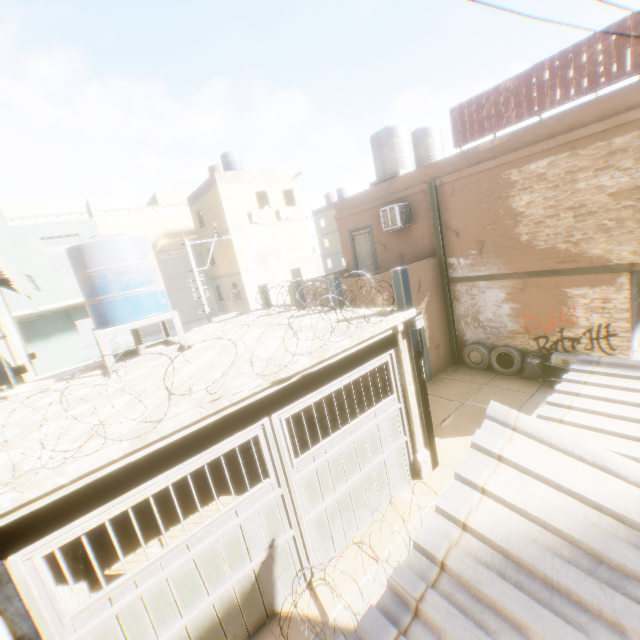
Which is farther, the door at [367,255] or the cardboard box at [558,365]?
the door at [367,255]

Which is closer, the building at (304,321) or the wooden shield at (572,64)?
the building at (304,321)

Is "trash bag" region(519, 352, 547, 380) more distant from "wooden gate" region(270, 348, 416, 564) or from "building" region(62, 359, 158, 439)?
"wooden gate" region(270, 348, 416, 564)

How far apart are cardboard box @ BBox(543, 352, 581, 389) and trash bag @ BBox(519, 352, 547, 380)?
0.1m

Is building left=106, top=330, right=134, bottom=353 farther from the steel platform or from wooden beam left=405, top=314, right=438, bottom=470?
the steel platform

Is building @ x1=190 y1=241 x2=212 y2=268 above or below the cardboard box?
above

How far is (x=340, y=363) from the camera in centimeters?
551cm

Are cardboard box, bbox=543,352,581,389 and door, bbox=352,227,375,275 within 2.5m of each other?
no
